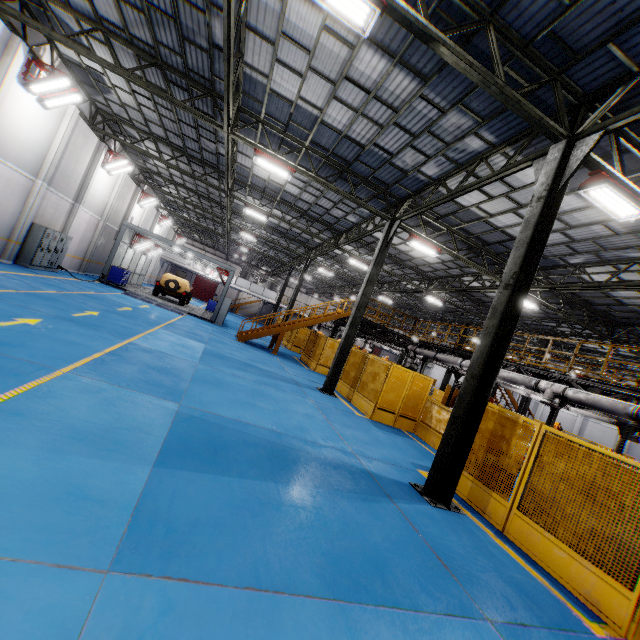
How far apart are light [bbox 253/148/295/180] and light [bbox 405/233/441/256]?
5.7 meters

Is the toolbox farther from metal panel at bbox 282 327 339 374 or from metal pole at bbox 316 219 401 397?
metal pole at bbox 316 219 401 397

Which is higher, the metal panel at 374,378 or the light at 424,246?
the light at 424,246

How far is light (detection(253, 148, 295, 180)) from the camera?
12.3m

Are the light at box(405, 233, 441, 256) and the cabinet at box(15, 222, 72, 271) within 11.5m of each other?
no

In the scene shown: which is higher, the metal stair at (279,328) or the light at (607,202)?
the light at (607,202)

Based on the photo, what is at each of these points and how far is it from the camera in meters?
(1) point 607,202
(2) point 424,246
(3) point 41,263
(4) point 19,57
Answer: (1) light, 7.6 m
(2) light, 14.5 m
(3) cabinet, 16.5 m
(4) cement column, 11.3 m

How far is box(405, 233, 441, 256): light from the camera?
14.4m
